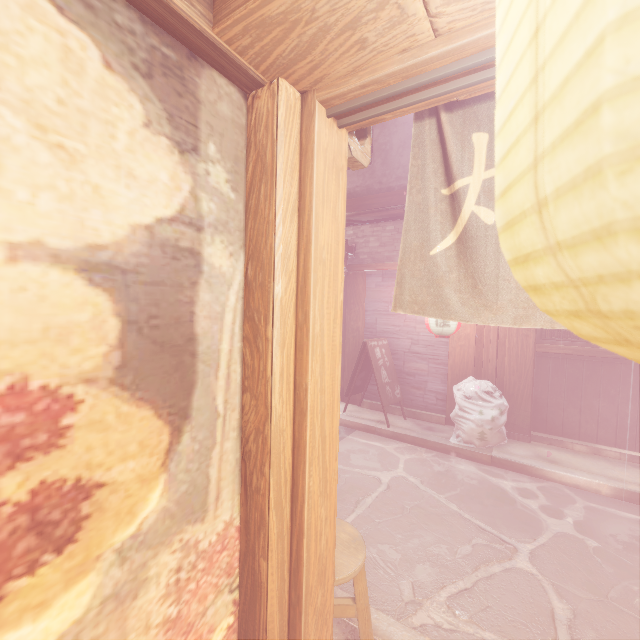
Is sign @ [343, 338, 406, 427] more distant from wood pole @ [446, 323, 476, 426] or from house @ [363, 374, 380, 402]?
wood pole @ [446, 323, 476, 426]

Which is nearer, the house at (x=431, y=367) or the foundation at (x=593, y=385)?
the foundation at (x=593, y=385)

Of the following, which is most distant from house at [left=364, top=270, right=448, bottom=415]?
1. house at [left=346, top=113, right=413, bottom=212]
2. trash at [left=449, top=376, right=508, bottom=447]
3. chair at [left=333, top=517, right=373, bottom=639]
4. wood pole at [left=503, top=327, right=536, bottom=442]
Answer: chair at [left=333, top=517, right=373, bottom=639]

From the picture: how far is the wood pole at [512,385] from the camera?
9.3m

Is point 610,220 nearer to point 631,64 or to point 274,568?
point 631,64

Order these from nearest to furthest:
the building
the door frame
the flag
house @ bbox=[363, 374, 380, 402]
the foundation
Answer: the building
the door frame
the flag
the foundation
house @ bbox=[363, 374, 380, 402]

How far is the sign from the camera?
10.4 meters

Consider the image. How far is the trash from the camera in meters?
8.7
